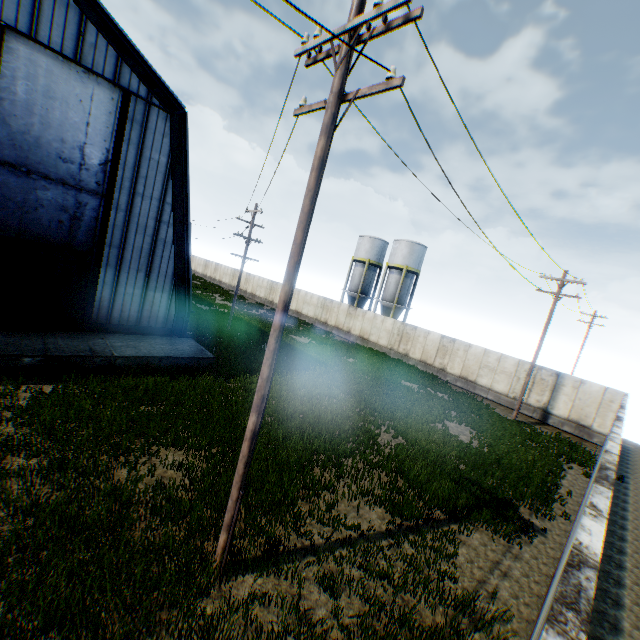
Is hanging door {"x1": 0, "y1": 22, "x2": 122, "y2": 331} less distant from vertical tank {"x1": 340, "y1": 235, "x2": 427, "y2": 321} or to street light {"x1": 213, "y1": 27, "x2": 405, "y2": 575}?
street light {"x1": 213, "y1": 27, "x2": 405, "y2": 575}

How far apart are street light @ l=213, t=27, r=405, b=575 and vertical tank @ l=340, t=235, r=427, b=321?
33.30m

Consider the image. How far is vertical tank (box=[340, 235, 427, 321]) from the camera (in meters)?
37.84

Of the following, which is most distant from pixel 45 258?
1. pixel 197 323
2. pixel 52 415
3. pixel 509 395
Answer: pixel 509 395

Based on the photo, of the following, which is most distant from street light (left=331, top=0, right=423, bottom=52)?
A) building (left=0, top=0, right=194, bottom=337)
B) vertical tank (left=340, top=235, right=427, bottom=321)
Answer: vertical tank (left=340, top=235, right=427, bottom=321)

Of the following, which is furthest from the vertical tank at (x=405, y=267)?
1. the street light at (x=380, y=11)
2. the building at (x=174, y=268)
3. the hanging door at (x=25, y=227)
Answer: the street light at (x=380, y=11)

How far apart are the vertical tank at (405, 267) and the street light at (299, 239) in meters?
33.3

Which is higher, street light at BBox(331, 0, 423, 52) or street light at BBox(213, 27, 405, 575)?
street light at BBox(331, 0, 423, 52)
